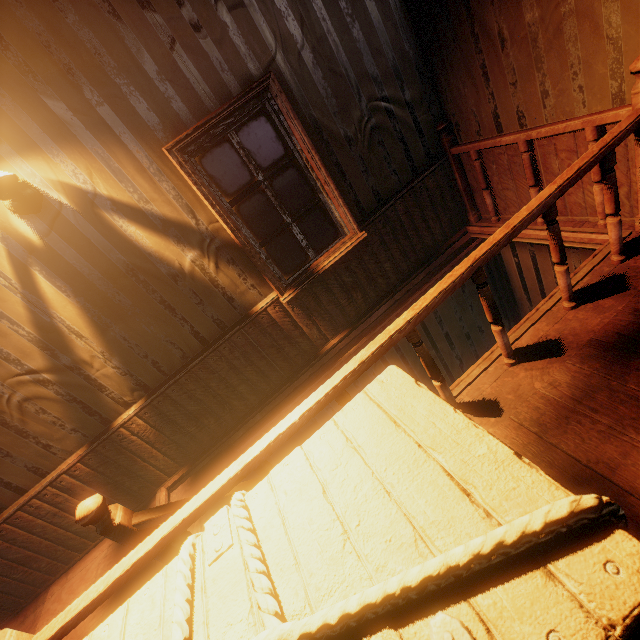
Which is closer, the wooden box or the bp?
the wooden box

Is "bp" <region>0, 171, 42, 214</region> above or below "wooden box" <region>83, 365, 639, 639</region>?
above

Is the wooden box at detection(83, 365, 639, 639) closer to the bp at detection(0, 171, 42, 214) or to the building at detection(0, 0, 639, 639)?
the building at detection(0, 0, 639, 639)

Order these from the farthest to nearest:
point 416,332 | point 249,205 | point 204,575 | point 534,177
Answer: point 249,205
point 534,177
point 416,332
point 204,575

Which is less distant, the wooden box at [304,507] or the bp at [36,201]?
the wooden box at [304,507]

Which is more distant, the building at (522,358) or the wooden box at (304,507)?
the building at (522,358)

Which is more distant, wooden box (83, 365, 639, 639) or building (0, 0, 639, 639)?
building (0, 0, 639, 639)
